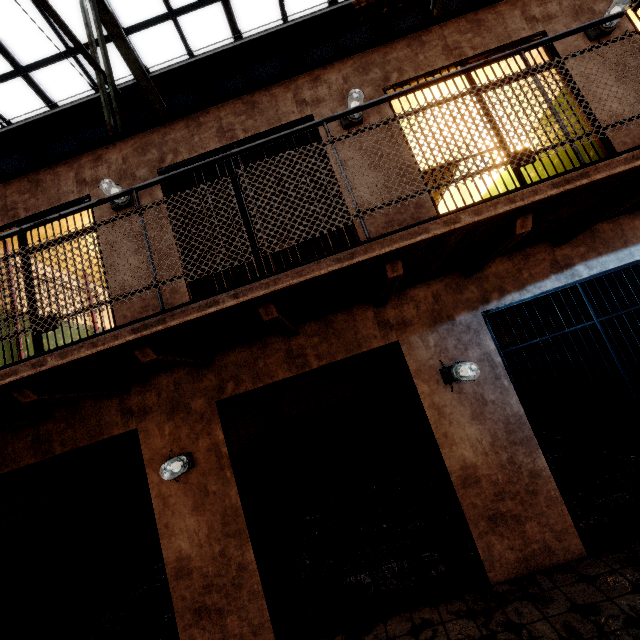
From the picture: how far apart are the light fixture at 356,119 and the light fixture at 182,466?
4.1 meters

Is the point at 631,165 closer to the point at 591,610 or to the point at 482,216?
the point at 482,216

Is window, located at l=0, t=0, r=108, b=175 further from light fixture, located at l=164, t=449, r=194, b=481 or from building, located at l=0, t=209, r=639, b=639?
light fixture, located at l=164, t=449, r=194, b=481

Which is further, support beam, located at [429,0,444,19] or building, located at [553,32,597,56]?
support beam, located at [429,0,444,19]

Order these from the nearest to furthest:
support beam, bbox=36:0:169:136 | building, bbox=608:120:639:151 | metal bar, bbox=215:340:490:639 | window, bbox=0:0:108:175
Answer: metal bar, bbox=215:340:490:639 < building, bbox=608:120:639:151 < support beam, bbox=36:0:169:136 < window, bbox=0:0:108:175

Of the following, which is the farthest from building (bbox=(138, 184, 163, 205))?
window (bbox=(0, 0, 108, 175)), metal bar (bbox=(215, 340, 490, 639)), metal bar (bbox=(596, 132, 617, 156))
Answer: window (bbox=(0, 0, 108, 175))

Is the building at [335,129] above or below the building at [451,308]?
above

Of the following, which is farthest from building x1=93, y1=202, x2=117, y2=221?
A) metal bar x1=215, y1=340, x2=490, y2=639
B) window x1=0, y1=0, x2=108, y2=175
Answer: window x1=0, y1=0, x2=108, y2=175
